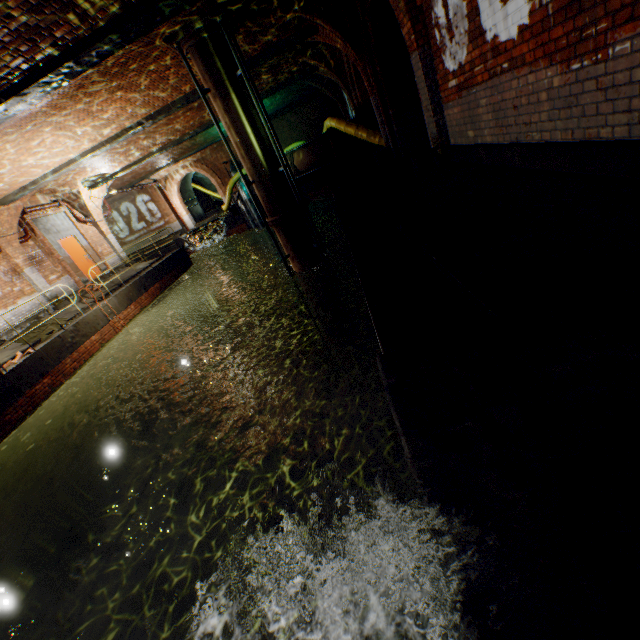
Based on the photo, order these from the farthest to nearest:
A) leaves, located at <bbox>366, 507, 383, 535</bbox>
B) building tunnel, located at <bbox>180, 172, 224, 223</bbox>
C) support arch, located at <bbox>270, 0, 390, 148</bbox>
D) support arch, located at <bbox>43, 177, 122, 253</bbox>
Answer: building tunnel, located at <bbox>180, 172, 224, 223</bbox>
support arch, located at <bbox>43, 177, 122, 253</bbox>
support arch, located at <bbox>270, 0, 390, 148</bbox>
leaves, located at <bbox>366, 507, 383, 535</bbox>

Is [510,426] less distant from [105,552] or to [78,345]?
[105,552]

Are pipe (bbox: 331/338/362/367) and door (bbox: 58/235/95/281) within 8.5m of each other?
no

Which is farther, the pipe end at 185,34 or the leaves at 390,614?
the pipe end at 185,34

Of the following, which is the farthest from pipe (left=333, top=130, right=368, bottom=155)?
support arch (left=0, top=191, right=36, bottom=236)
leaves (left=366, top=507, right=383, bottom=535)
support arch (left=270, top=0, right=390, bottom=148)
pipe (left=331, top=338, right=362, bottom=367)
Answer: leaves (left=366, top=507, right=383, bottom=535)

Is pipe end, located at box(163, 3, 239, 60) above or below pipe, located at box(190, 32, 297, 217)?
above

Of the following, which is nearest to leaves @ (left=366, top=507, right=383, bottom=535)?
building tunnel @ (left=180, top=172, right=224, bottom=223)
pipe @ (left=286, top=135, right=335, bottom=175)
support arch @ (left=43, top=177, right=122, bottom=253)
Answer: pipe @ (left=286, top=135, right=335, bottom=175)

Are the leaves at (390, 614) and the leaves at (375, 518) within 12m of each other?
yes
